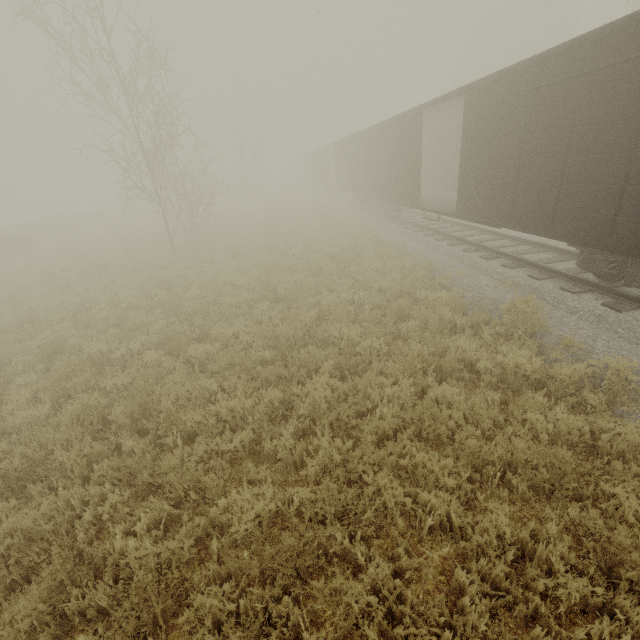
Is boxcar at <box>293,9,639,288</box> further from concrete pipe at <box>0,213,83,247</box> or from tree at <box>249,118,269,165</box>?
tree at <box>249,118,269,165</box>

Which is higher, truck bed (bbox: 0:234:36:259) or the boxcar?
the boxcar

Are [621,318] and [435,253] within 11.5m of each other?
yes

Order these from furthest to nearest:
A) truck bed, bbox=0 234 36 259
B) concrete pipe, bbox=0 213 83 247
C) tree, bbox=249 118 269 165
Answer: tree, bbox=249 118 269 165 < concrete pipe, bbox=0 213 83 247 < truck bed, bbox=0 234 36 259

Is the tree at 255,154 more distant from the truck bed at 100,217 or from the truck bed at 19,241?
the truck bed at 19,241

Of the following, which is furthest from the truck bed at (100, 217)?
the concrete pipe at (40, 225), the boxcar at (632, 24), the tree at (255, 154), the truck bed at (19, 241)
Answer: the boxcar at (632, 24)

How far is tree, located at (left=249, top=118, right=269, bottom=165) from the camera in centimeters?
3527cm
